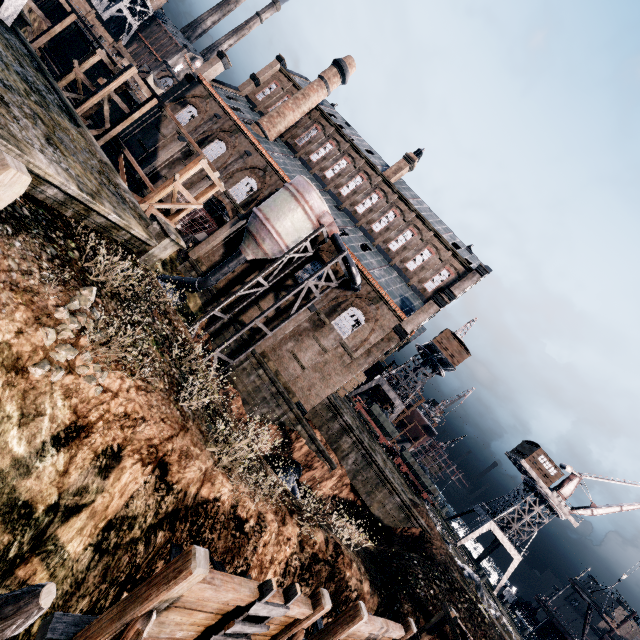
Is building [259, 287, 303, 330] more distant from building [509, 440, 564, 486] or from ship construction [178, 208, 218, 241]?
building [509, 440, 564, 486]

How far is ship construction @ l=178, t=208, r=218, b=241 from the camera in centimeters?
3167cm

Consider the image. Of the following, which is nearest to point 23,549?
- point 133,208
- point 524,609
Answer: point 133,208

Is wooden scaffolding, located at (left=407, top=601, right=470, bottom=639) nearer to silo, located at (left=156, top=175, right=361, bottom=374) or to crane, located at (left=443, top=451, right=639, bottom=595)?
silo, located at (left=156, top=175, right=361, bottom=374)

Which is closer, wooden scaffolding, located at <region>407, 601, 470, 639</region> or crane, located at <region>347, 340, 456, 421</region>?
wooden scaffolding, located at <region>407, 601, 470, 639</region>

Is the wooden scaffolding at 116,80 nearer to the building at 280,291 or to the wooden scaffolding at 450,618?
the building at 280,291

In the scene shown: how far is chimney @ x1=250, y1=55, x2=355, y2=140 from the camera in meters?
37.2 m

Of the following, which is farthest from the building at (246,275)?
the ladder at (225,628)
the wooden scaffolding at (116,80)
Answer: the ladder at (225,628)
